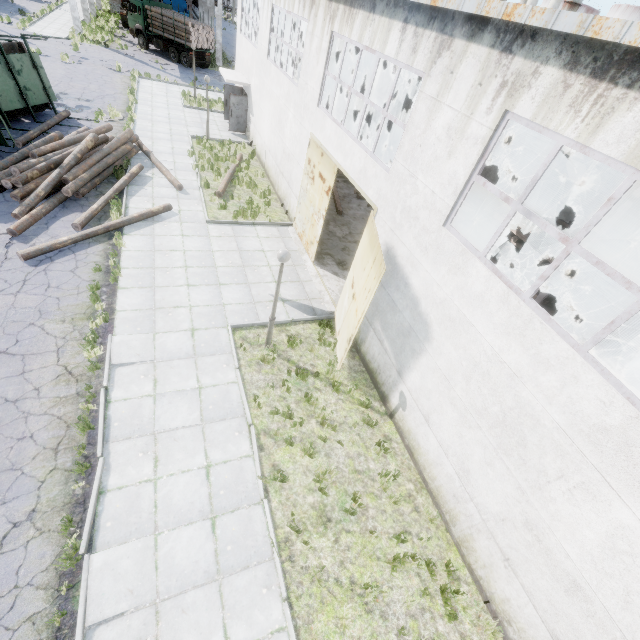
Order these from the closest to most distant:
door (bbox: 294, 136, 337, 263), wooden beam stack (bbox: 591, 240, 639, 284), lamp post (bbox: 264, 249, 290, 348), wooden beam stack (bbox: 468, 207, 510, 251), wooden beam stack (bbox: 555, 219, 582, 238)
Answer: lamp post (bbox: 264, 249, 290, 348)
door (bbox: 294, 136, 337, 263)
wooden beam stack (bbox: 591, 240, 639, 284)
wooden beam stack (bbox: 468, 207, 510, 251)
wooden beam stack (bbox: 555, 219, 582, 238)

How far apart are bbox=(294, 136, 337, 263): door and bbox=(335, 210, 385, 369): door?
2.70m

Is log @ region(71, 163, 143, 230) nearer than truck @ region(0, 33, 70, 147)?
Yes

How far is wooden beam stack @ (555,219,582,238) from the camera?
17.48m

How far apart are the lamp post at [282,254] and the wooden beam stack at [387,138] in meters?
25.2 m

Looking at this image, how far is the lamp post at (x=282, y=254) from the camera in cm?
716

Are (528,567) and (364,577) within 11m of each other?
yes

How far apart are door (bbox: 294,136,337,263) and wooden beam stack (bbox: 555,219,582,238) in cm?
1480
